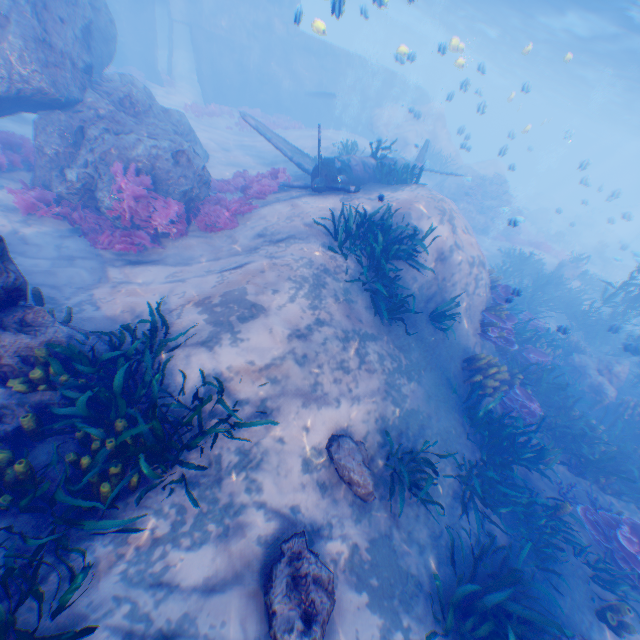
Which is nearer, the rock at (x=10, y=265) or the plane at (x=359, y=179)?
the rock at (x=10, y=265)

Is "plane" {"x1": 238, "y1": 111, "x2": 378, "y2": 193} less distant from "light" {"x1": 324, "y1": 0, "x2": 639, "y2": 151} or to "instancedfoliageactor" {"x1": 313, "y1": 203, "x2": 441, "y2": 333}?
"instancedfoliageactor" {"x1": 313, "y1": 203, "x2": 441, "y2": 333}

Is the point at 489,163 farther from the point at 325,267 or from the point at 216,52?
the point at 325,267

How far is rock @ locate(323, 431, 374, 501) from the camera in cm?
552

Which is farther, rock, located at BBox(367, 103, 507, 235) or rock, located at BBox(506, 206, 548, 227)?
rock, located at BBox(367, 103, 507, 235)

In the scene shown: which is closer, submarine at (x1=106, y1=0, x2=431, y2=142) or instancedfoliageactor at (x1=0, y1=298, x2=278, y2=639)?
instancedfoliageactor at (x1=0, y1=298, x2=278, y2=639)

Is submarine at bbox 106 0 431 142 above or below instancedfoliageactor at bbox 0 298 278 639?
above

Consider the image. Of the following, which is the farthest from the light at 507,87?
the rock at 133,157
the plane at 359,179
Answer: the plane at 359,179
